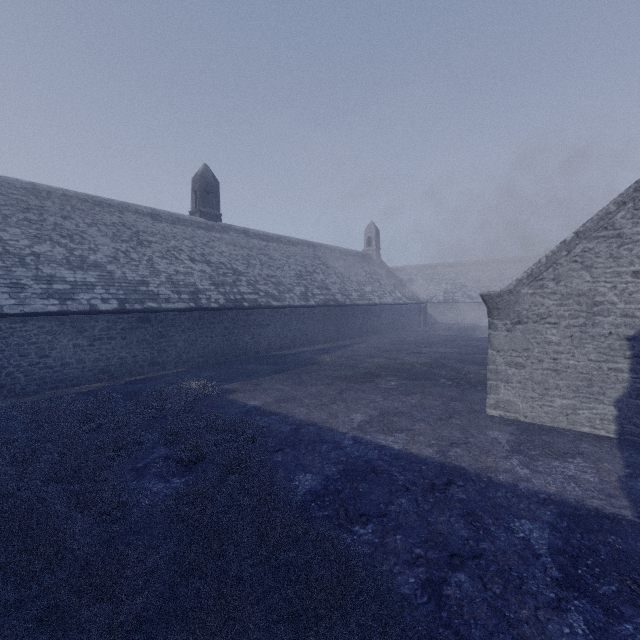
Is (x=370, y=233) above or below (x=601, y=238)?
above
